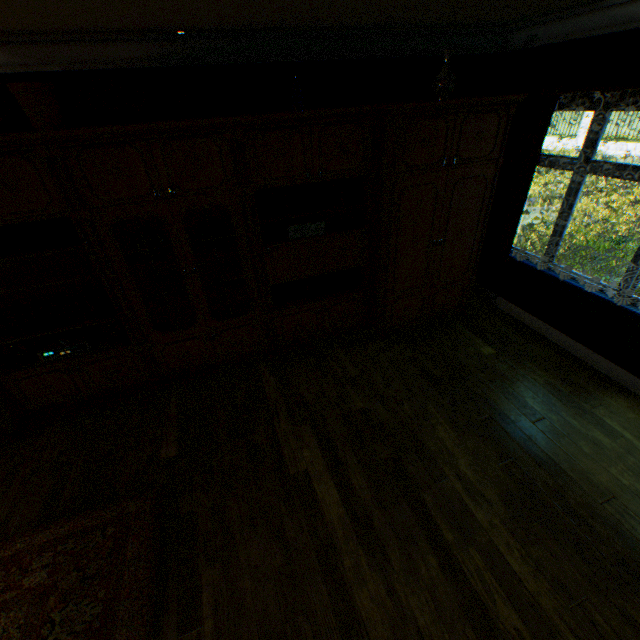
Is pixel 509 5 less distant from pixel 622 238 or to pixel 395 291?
pixel 395 291

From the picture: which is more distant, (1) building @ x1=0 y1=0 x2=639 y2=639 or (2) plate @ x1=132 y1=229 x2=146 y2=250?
(2) plate @ x1=132 y1=229 x2=146 y2=250

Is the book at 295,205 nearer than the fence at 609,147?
Yes

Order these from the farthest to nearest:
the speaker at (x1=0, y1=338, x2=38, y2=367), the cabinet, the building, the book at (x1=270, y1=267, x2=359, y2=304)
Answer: the book at (x1=270, y1=267, x2=359, y2=304)
the speaker at (x1=0, y1=338, x2=38, y2=367)
the cabinet
the building

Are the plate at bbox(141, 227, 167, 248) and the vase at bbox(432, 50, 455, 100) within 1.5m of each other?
no

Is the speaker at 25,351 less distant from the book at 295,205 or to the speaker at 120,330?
the speaker at 120,330

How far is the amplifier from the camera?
3.38m

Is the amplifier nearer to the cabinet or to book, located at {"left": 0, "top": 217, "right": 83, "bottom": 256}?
the cabinet
